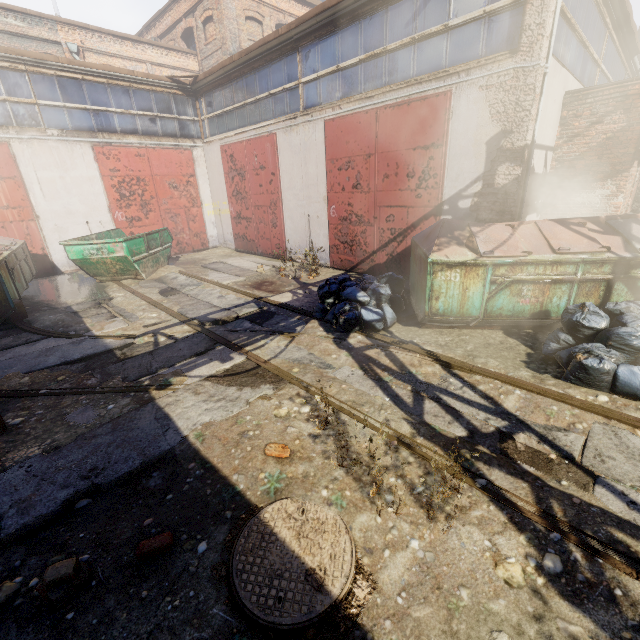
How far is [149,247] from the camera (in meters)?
10.49

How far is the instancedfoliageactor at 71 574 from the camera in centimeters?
212cm

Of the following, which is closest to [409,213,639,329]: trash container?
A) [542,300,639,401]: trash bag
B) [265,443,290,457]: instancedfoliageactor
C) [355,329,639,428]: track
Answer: [542,300,639,401]: trash bag

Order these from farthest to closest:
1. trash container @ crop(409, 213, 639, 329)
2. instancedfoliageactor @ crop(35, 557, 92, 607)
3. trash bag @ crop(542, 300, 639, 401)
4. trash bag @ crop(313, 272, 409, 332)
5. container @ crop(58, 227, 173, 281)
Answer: container @ crop(58, 227, 173, 281) < trash bag @ crop(313, 272, 409, 332) < trash container @ crop(409, 213, 639, 329) < trash bag @ crop(542, 300, 639, 401) < instancedfoliageactor @ crop(35, 557, 92, 607)

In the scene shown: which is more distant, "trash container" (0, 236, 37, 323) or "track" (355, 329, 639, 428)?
"trash container" (0, 236, 37, 323)

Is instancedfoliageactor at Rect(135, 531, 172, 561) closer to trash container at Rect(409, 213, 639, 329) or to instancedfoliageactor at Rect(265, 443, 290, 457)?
instancedfoliageactor at Rect(265, 443, 290, 457)

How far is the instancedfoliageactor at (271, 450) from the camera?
3.11m

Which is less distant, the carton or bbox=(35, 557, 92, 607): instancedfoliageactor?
bbox=(35, 557, 92, 607): instancedfoliageactor
